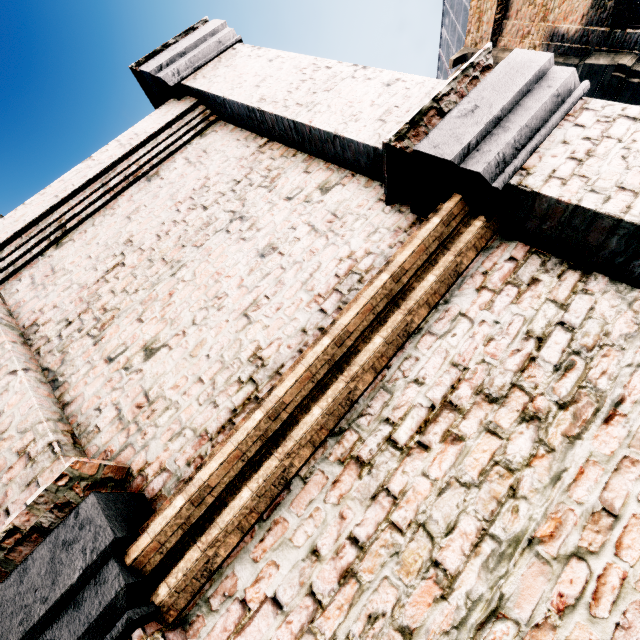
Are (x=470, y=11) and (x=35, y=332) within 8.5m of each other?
no
